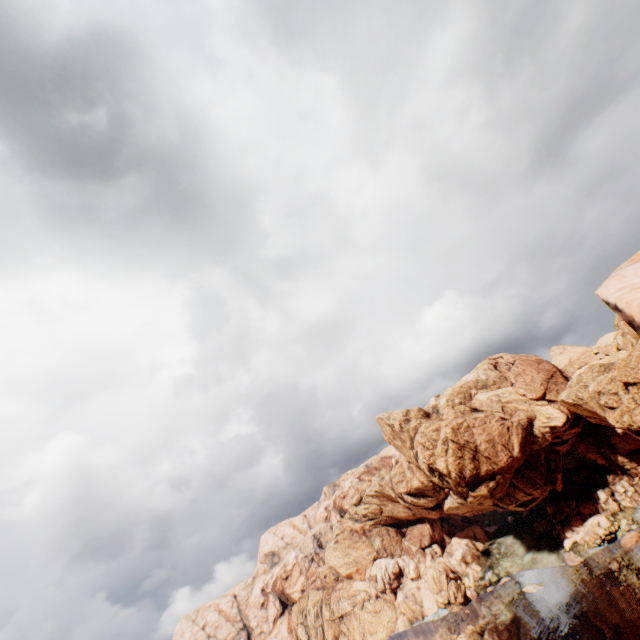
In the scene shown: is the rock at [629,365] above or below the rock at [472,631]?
above

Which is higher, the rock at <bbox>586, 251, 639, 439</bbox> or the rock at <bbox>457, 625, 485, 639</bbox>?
the rock at <bbox>586, 251, 639, 439</bbox>

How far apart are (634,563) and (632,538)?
8.37m

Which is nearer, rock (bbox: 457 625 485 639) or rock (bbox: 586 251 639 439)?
rock (bbox: 586 251 639 439)

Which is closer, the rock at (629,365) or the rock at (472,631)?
the rock at (629,365)
